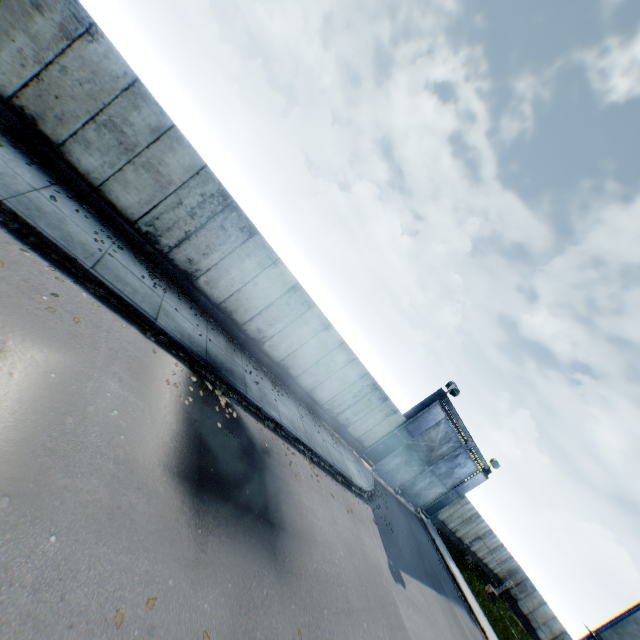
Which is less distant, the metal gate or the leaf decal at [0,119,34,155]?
the leaf decal at [0,119,34,155]

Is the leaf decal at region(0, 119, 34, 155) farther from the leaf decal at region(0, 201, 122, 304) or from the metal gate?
the metal gate

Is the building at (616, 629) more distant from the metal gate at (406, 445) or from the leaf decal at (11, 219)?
the leaf decal at (11, 219)

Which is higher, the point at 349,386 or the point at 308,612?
the point at 349,386

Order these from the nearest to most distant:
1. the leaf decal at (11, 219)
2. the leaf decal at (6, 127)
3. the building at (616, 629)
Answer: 1. the leaf decal at (11, 219)
2. the leaf decal at (6, 127)
3. the building at (616, 629)

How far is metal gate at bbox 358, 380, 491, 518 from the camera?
18.5 meters

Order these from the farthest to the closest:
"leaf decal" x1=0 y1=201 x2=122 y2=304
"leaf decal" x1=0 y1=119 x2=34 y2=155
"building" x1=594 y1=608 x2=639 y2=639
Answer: "building" x1=594 y1=608 x2=639 y2=639, "leaf decal" x1=0 y1=119 x2=34 y2=155, "leaf decal" x1=0 y1=201 x2=122 y2=304

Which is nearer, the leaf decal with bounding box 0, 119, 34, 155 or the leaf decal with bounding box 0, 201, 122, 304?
the leaf decal with bounding box 0, 201, 122, 304
